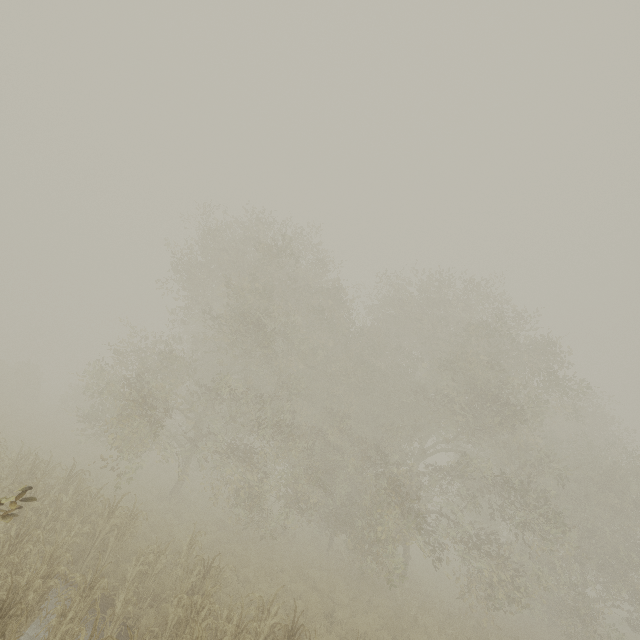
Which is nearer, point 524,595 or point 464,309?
point 524,595
